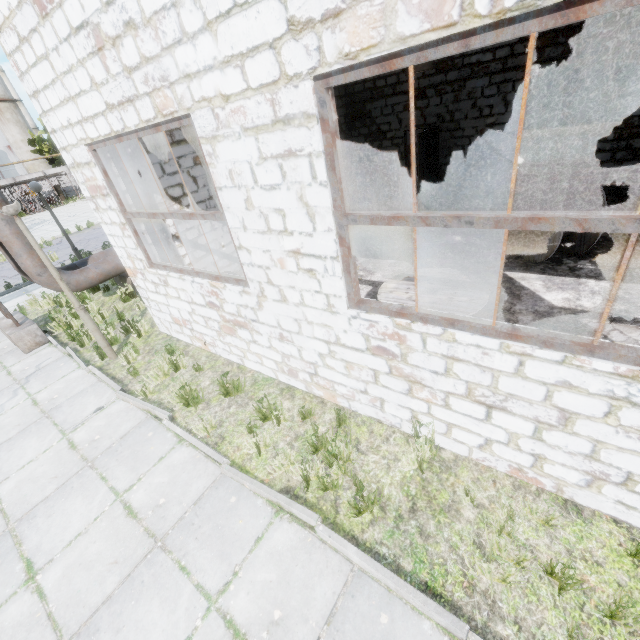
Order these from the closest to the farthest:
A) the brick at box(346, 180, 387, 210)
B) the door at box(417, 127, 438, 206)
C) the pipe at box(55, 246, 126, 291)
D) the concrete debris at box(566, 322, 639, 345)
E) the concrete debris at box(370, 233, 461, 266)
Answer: the concrete debris at box(566, 322, 639, 345) < the concrete debris at box(370, 233, 461, 266) < the pipe at box(55, 246, 126, 291) < the door at box(417, 127, 438, 206) < the brick at box(346, 180, 387, 210)

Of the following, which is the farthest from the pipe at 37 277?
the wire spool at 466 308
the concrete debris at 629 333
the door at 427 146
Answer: the concrete debris at 629 333

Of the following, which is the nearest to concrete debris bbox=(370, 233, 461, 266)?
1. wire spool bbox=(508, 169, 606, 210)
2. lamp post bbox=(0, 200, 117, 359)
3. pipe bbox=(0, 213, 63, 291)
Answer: wire spool bbox=(508, 169, 606, 210)

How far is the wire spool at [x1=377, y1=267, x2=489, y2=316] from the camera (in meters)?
4.38

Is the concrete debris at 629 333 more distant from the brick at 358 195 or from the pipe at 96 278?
the pipe at 96 278

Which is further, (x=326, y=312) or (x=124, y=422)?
(x=124, y=422)

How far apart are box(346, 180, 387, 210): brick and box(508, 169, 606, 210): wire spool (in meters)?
5.21

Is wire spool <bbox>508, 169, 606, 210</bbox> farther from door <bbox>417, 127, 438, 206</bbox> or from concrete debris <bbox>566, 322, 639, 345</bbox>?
door <bbox>417, 127, 438, 206</bbox>
